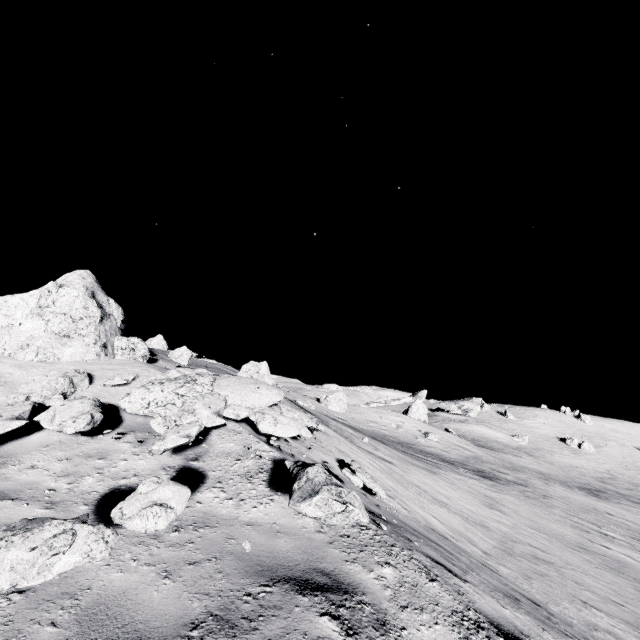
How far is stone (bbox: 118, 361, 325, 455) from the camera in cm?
460

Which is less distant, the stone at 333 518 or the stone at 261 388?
the stone at 333 518

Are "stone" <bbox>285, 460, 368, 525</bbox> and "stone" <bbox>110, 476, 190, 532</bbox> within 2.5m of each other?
yes

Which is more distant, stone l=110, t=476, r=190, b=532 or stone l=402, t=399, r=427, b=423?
stone l=402, t=399, r=427, b=423

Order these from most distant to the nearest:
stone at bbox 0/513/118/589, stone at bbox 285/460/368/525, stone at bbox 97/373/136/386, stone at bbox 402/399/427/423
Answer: stone at bbox 402/399/427/423, stone at bbox 97/373/136/386, stone at bbox 285/460/368/525, stone at bbox 0/513/118/589

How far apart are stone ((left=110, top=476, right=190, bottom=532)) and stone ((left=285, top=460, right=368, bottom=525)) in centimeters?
91cm

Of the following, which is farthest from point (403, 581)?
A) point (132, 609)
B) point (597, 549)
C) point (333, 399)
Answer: point (333, 399)

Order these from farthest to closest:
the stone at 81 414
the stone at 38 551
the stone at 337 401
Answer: the stone at 337 401 < the stone at 81 414 < the stone at 38 551
